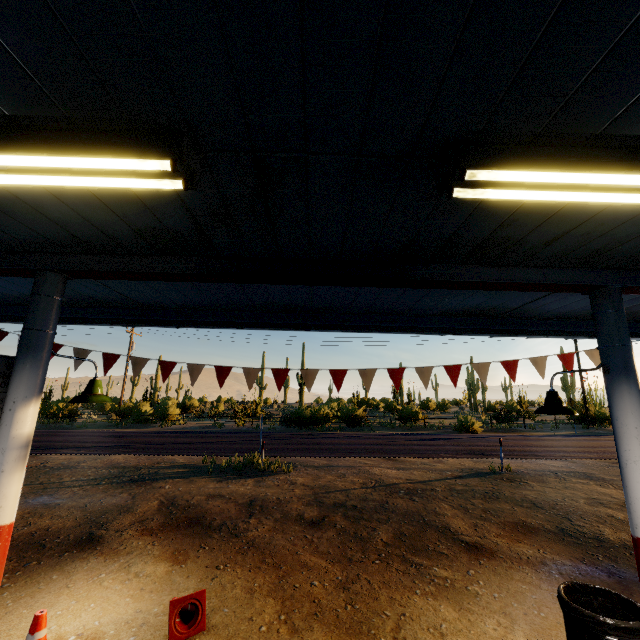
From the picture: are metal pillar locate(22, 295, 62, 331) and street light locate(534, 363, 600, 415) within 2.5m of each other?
no

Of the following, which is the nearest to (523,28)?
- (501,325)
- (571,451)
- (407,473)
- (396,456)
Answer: (501,325)

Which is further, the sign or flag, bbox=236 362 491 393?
flag, bbox=236 362 491 393

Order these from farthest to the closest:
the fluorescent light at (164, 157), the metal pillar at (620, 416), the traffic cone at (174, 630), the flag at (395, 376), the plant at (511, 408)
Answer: the plant at (511, 408), the flag at (395, 376), the traffic cone at (174, 630), the metal pillar at (620, 416), the fluorescent light at (164, 157)

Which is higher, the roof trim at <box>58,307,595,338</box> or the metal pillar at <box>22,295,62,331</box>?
the roof trim at <box>58,307,595,338</box>

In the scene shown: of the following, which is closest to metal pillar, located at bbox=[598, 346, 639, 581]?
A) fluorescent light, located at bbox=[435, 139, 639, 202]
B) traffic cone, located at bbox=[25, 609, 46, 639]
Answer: fluorescent light, located at bbox=[435, 139, 639, 202]

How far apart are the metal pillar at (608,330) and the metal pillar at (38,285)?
5.9m

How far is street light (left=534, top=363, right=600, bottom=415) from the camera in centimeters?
407cm
